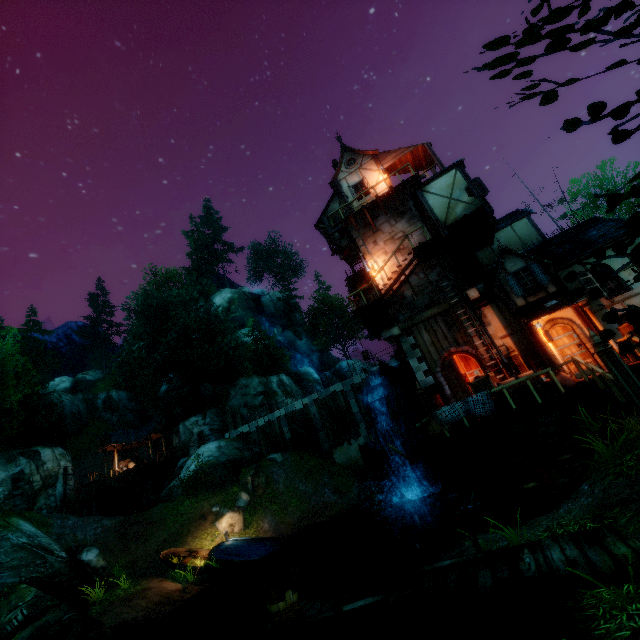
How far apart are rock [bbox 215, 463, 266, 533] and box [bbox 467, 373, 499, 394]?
16.2 meters

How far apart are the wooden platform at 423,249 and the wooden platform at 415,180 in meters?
4.4

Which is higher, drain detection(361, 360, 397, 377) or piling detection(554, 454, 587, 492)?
drain detection(361, 360, 397, 377)

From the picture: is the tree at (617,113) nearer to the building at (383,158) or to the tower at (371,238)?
the building at (383,158)

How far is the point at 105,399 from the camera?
44.47m

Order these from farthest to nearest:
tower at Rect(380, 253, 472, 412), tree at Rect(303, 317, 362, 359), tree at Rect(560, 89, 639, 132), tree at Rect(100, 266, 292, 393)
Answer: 1. tree at Rect(303, 317, 362, 359)
2. tree at Rect(100, 266, 292, 393)
3. tower at Rect(380, 253, 472, 412)
4. tree at Rect(560, 89, 639, 132)

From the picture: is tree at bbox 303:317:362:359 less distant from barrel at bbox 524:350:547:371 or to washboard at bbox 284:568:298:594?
washboard at bbox 284:568:298:594

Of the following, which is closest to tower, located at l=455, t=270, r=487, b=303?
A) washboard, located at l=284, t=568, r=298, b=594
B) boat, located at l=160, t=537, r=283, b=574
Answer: washboard, located at l=284, t=568, r=298, b=594
